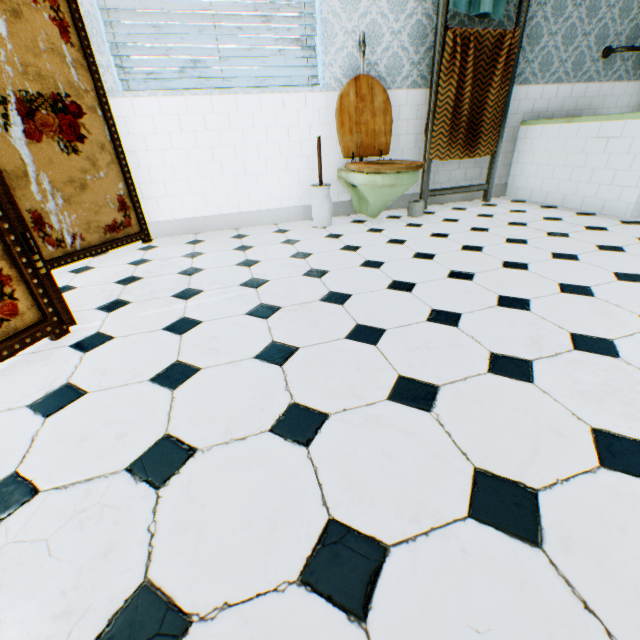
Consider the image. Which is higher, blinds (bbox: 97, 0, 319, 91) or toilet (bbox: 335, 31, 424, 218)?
blinds (bbox: 97, 0, 319, 91)

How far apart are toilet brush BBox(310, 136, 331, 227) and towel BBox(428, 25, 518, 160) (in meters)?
1.17

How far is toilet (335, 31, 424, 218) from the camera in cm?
269

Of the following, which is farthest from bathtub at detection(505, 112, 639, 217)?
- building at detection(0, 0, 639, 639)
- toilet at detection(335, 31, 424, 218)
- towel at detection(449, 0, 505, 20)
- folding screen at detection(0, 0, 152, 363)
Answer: folding screen at detection(0, 0, 152, 363)

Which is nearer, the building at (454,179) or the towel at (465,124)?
the towel at (465,124)

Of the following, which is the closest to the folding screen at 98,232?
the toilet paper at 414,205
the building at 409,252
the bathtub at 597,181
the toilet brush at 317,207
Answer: the building at 409,252

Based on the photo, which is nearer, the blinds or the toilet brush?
the blinds

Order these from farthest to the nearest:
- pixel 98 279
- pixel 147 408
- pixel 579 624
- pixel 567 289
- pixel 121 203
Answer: pixel 121 203 → pixel 98 279 → pixel 567 289 → pixel 147 408 → pixel 579 624
